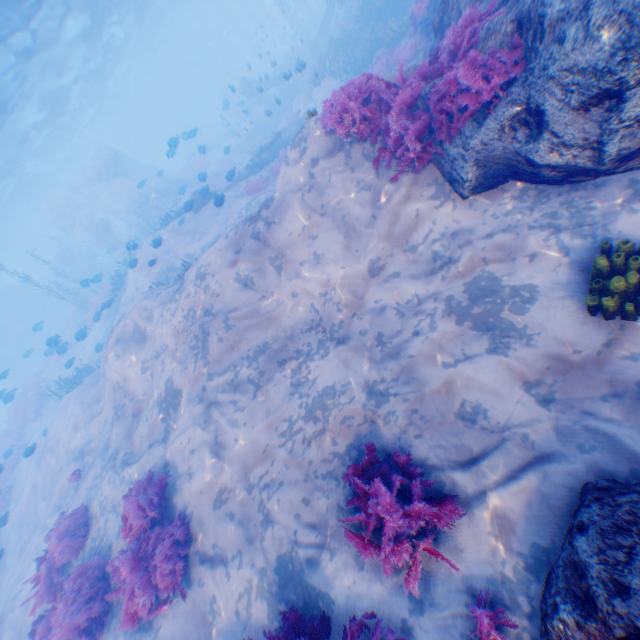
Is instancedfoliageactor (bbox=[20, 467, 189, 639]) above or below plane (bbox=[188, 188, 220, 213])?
below

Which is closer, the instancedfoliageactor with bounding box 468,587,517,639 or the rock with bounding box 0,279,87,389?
the instancedfoliageactor with bounding box 468,587,517,639

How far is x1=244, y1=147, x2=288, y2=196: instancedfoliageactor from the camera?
16.62m

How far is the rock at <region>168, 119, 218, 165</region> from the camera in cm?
1494

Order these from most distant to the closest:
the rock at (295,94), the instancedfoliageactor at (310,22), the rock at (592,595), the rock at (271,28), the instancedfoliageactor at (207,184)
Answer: the rock at (271,28) → the instancedfoliageactor at (310,22) → the rock at (295,94) → the instancedfoliageactor at (207,184) → the rock at (592,595)

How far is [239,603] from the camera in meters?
5.0 m

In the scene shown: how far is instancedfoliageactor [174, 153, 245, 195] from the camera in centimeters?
1727cm

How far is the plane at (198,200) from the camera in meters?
17.0
